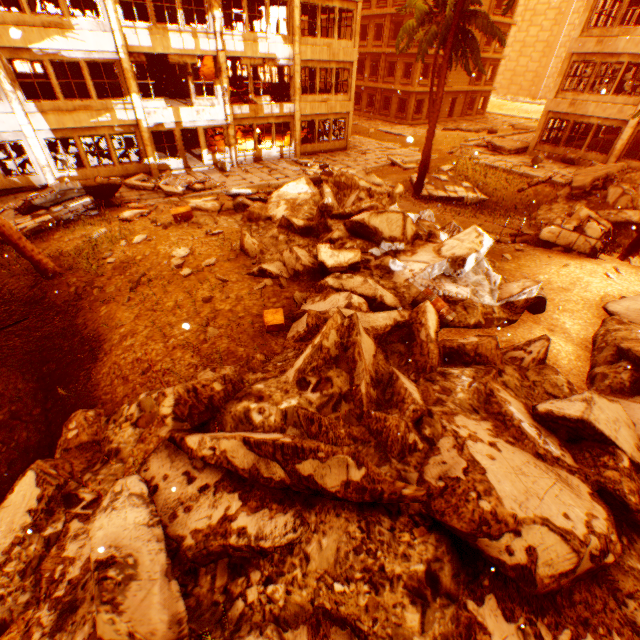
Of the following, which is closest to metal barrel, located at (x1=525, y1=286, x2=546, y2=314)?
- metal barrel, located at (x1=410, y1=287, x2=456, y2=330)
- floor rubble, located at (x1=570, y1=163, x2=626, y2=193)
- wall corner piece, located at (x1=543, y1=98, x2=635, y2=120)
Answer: metal barrel, located at (x1=410, y1=287, x2=456, y2=330)

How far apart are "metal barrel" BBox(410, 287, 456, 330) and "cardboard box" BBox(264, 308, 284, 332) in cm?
288

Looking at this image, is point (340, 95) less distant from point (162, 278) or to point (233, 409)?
point (162, 278)

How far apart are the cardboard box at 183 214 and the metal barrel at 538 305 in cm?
1126

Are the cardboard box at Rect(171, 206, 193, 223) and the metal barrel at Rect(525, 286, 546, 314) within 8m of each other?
no

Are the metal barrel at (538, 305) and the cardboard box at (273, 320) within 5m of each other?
no

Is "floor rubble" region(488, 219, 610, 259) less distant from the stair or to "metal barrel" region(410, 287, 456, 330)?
"metal barrel" region(410, 287, 456, 330)

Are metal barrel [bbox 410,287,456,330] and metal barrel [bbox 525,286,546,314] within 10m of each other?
yes
